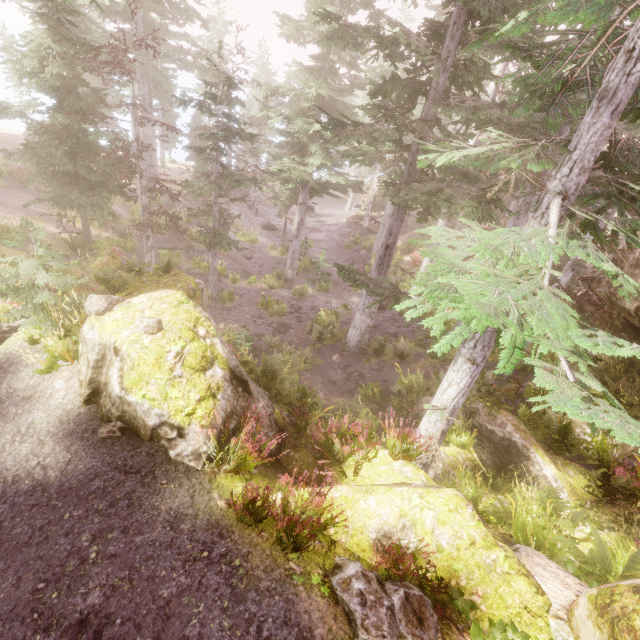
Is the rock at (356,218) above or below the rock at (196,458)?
below

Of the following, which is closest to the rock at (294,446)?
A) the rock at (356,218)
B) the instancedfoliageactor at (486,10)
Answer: the instancedfoliageactor at (486,10)

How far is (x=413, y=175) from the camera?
13.0 meters

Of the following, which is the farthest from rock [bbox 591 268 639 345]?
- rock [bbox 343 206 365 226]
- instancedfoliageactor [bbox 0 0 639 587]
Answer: rock [bbox 343 206 365 226]

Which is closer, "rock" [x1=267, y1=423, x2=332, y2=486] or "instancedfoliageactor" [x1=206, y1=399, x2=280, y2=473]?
"instancedfoliageactor" [x1=206, y1=399, x2=280, y2=473]

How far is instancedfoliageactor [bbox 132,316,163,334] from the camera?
5.7m

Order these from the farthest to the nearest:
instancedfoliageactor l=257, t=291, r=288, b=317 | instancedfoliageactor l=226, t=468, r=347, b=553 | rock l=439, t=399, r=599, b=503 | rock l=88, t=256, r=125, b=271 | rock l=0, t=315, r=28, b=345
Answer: instancedfoliageactor l=257, t=291, r=288, b=317 < rock l=88, t=256, r=125, b=271 < rock l=439, t=399, r=599, b=503 < rock l=0, t=315, r=28, b=345 < instancedfoliageactor l=226, t=468, r=347, b=553
